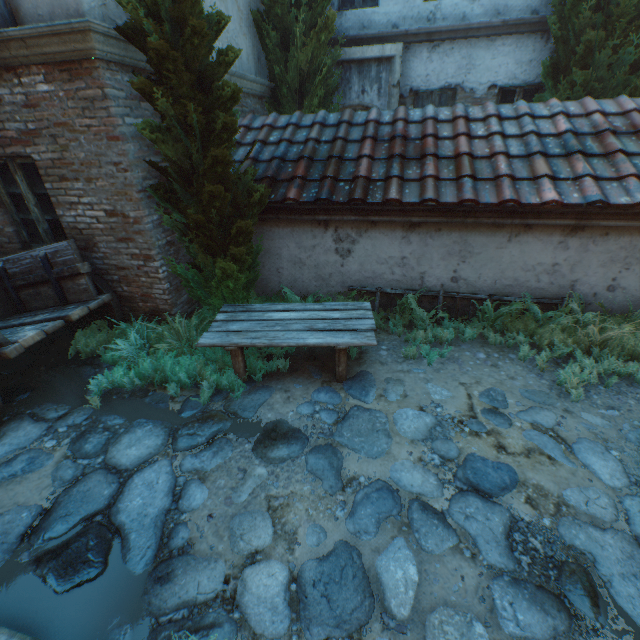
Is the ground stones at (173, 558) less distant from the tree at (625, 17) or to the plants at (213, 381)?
the plants at (213, 381)

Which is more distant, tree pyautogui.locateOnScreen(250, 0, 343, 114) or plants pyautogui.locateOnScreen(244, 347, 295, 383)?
tree pyautogui.locateOnScreen(250, 0, 343, 114)

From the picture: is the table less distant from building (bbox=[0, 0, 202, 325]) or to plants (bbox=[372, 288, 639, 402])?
building (bbox=[0, 0, 202, 325])

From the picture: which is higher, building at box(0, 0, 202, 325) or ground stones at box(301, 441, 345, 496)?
building at box(0, 0, 202, 325)

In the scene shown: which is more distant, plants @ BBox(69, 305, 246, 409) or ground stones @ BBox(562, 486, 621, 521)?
plants @ BBox(69, 305, 246, 409)

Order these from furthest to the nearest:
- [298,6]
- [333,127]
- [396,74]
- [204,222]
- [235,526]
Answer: [396,74], [298,6], [333,127], [204,222], [235,526]

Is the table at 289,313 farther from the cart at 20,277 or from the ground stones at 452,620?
the cart at 20,277
